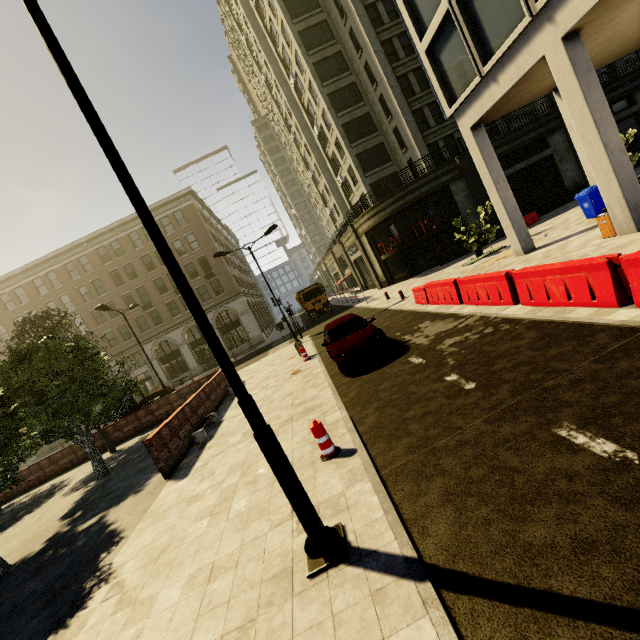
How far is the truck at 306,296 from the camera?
31.1 meters

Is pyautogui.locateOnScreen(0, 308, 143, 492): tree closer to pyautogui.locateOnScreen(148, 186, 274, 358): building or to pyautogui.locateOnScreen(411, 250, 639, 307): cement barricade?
pyautogui.locateOnScreen(148, 186, 274, 358): building

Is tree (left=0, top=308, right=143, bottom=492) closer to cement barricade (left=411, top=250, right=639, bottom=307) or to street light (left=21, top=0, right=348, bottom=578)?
street light (left=21, top=0, right=348, bottom=578)

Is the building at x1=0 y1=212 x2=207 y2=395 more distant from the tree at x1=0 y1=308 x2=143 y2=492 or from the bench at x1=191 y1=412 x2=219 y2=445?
the bench at x1=191 y1=412 x2=219 y2=445

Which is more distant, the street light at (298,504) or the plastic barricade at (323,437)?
the plastic barricade at (323,437)

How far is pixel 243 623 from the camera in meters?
3.4 m

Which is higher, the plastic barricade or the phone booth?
the phone booth

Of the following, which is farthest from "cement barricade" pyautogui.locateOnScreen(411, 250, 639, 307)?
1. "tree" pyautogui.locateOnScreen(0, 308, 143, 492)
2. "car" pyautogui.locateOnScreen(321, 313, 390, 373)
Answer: "tree" pyautogui.locateOnScreen(0, 308, 143, 492)
